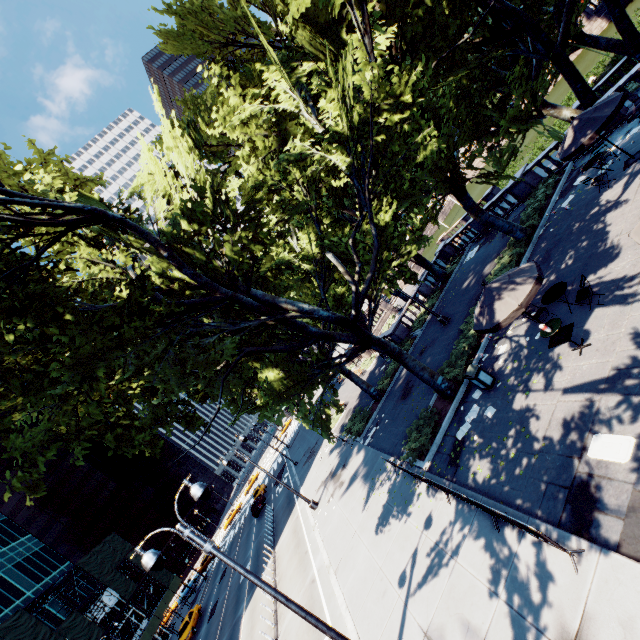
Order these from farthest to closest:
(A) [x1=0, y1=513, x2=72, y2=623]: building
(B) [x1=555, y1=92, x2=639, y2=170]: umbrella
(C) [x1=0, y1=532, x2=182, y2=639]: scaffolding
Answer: (A) [x1=0, y1=513, x2=72, y2=623]: building, (C) [x1=0, y1=532, x2=182, y2=639]: scaffolding, (B) [x1=555, y1=92, x2=639, y2=170]: umbrella

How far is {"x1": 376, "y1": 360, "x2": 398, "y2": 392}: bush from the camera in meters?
24.5 m

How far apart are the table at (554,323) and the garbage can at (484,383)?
3.12m

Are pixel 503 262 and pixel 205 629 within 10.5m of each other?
no

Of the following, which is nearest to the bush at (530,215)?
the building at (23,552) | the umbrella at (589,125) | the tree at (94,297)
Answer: the tree at (94,297)

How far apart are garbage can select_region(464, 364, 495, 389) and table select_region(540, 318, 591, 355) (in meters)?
3.12

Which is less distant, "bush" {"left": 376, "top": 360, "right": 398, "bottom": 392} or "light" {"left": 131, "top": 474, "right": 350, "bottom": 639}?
"light" {"left": 131, "top": 474, "right": 350, "bottom": 639}

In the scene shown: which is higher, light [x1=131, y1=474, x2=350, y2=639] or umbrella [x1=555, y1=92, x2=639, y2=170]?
light [x1=131, y1=474, x2=350, y2=639]
